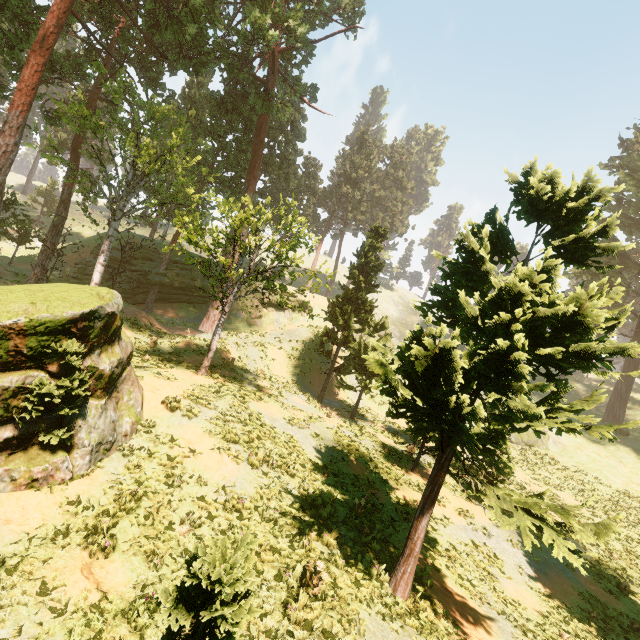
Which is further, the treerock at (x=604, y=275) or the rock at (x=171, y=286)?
the rock at (x=171, y=286)

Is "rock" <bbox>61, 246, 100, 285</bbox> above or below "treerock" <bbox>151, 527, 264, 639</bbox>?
above

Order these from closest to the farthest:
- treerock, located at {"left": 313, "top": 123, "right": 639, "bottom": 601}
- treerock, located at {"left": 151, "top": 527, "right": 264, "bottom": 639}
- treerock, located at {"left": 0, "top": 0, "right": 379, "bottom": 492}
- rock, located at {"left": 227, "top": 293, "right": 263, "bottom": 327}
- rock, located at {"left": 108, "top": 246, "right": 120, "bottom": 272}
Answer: treerock, located at {"left": 151, "top": 527, "right": 264, "bottom": 639}, treerock, located at {"left": 313, "top": 123, "right": 639, "bottom": 601}, treerock, located at {"left": 0, "top": 0, "right": 379, "bottom": 492}, rock, located at {"left": 108, "top": 246, "right": 120, "bottom": 272}, rock, located at {"left": 227, "top": 293, "right": 263, "bottom": 327}

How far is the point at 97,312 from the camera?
9.14m

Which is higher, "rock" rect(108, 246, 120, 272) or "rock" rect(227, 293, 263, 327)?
"rock" rect(108, 246, 120, 272)

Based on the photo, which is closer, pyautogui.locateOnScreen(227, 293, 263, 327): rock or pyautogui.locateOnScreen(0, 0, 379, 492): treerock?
pyautogui.locateOnScreen(0, 0, 379, 492): treerock

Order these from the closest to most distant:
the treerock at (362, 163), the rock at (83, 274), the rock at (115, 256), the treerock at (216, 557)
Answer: the treerock at (216, 557) → the treerock at (362, 163) → the rock at (83, 274) → the rock at (115, 256)
